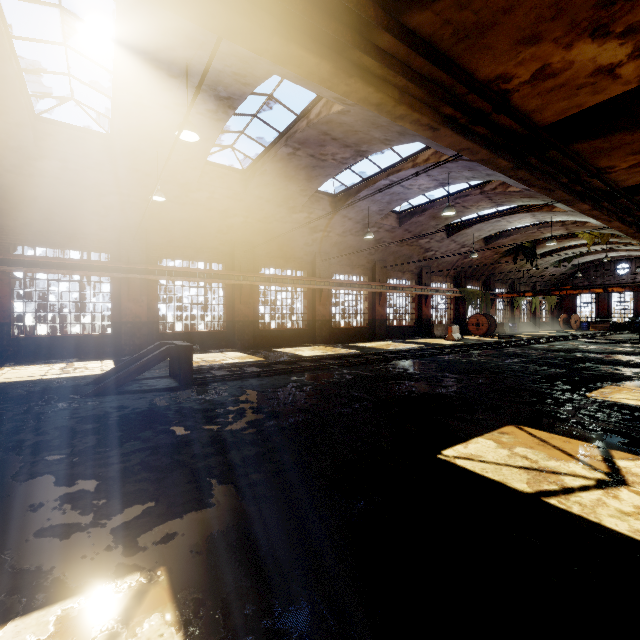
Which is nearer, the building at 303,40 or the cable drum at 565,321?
the building at 303,40

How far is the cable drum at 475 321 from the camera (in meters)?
26.30

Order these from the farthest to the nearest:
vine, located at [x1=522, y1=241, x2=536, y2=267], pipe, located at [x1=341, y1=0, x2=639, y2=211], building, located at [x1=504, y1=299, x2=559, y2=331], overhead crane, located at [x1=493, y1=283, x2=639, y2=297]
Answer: building, located at [x1=504, y1=299, x2=559, y2=331] < vine, located at [x1=522, y1=241, x2=536, y2=267] < overhead crane, located at [x1=493, y1=283, x2=639, y2=297] < pipe, located at [x1=341, y1=0, x2=639, y2=211]

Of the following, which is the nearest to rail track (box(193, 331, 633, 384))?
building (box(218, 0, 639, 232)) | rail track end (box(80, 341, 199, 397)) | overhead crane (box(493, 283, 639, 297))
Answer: rail track end (box(80, 341, 199, 397))

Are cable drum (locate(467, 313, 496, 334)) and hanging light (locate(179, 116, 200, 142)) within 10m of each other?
no

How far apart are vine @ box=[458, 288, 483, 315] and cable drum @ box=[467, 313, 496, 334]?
0.4m

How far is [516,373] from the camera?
9.4m

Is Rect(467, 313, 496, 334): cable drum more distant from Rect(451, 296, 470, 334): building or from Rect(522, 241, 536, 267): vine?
Rect(522, 241, 536, 267): vine
